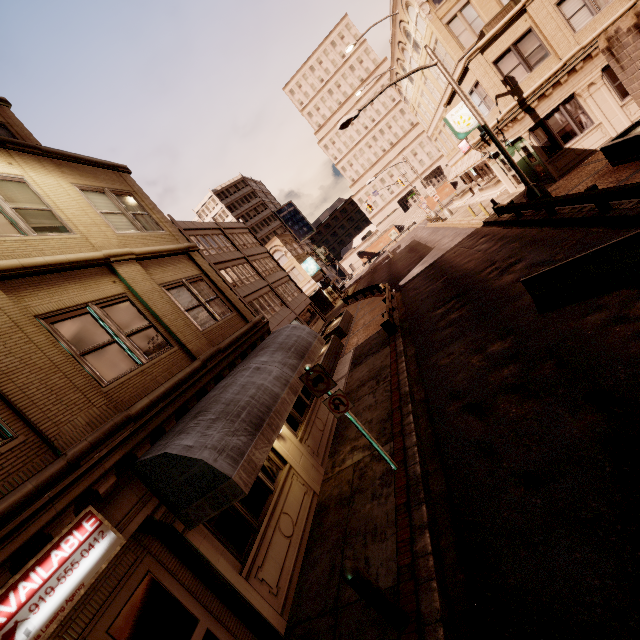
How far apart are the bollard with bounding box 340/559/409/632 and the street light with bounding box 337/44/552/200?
17.2 meters

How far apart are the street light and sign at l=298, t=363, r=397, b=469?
14.18m

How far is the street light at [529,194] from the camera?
14.9m

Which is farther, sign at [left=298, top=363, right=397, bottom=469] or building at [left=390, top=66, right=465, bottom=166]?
building at [left=390, top=66, right=465, bottom=166]

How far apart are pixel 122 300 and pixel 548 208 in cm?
1607

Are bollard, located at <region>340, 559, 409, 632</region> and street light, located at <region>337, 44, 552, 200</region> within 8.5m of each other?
no

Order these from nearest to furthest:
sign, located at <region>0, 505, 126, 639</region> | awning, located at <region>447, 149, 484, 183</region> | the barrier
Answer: sign, located at <region>0, 505, 126, 639</region> → the barrier → awning, located at <region>447, 149, 484, 183</region>

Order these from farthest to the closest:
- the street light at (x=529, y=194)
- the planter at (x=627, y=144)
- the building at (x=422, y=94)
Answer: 1. the building at (x=422, y=94)
2. the street light at (x=529, y=194)
3. the planter at (x=627, y=144)
